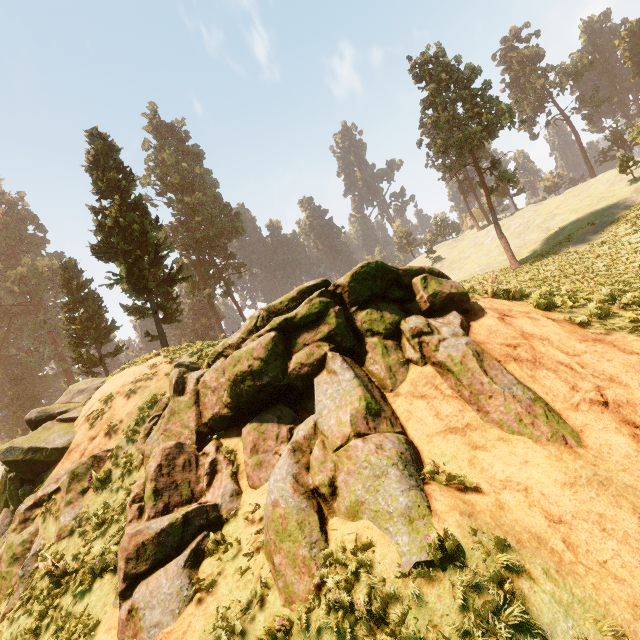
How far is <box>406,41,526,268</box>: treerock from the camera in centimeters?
2970cm

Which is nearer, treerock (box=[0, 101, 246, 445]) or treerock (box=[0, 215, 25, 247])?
treerock (box=[0, 101, 246, 445])

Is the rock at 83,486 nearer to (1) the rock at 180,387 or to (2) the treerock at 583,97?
(1) the rock at 180,387

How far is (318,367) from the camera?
9.4m

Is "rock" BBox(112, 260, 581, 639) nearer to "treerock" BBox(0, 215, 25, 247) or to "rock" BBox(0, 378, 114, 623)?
"rock" BBox(0, 378, 114, 623)

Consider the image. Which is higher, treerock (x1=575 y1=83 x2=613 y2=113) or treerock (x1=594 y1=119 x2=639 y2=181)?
treerock (x1=575 y1=83 x2=613 y2=113)
